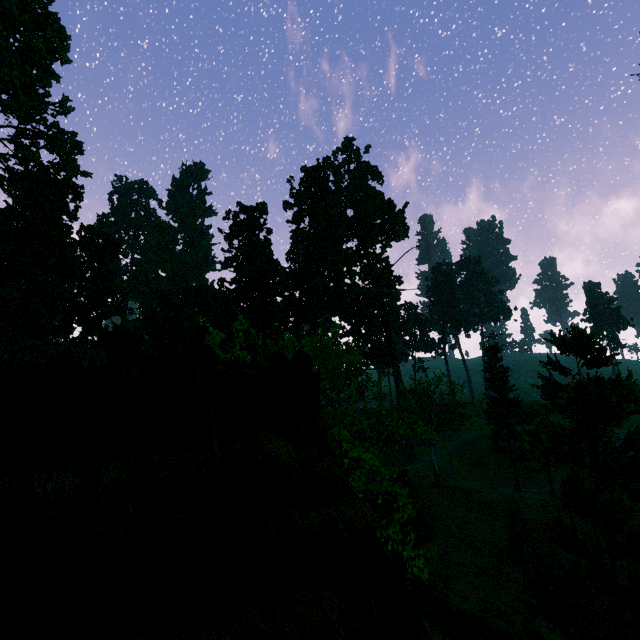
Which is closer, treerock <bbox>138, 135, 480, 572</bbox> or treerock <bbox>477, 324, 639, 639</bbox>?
treerock <bbox>477, 324, 639, 639</bbox>

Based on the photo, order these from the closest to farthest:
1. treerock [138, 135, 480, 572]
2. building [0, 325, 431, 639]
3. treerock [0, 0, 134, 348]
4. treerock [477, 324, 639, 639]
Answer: building [0, 325, 431, 639] → treerock [477, 324, 639, 639] → treerock [138, 135, 480, 572] → treerock [0, 0, 134, 348]

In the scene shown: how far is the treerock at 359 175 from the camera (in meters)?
7.86

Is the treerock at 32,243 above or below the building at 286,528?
above

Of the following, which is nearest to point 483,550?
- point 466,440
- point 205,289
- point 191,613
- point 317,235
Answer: point 191,613

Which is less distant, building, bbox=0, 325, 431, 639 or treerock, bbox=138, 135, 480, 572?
building, bbox=0, 325, 431, 639

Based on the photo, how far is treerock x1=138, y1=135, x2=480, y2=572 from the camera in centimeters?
786cm
